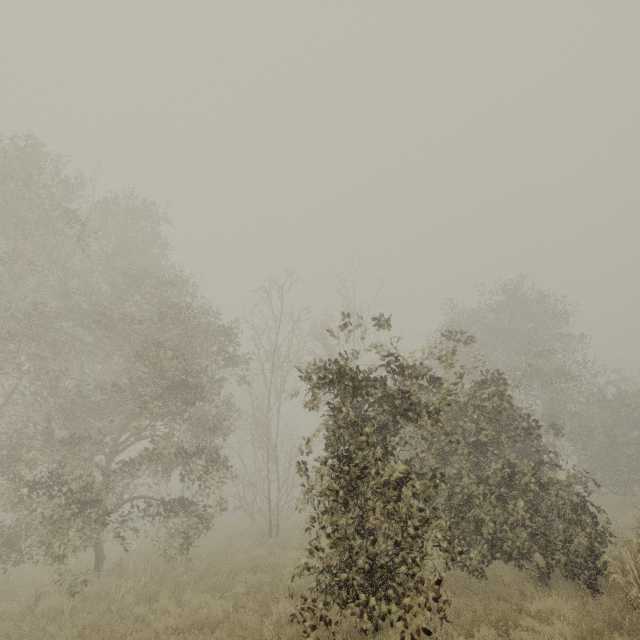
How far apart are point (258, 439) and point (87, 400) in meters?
9.2 m
